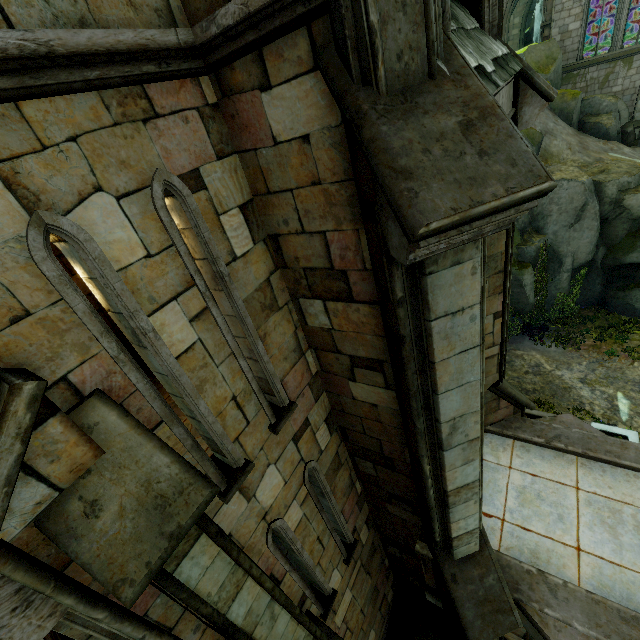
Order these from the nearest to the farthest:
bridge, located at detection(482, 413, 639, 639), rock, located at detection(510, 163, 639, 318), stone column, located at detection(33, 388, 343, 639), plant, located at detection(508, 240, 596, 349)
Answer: stone column, located at detection(33, 388, 343, 639), bridge, located at detection(482, 413, 639, 639), rock, located at detection(510, 163, 639, 318), plant, located at detection(508, 240, 596, 349)

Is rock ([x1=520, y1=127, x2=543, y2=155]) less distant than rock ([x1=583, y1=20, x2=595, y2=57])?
Yes

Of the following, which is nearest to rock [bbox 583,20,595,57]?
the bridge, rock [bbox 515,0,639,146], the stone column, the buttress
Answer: the buttress

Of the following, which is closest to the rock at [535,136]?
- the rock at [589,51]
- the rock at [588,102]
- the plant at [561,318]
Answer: the plant at [561,318]

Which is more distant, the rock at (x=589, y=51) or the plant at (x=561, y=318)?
the rock at (x=589, y=51)

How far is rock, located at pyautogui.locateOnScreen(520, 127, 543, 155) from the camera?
20.8m

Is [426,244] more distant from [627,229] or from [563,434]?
[627,229]

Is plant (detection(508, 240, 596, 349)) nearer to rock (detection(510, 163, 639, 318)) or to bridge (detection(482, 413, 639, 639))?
rock (detection(510, 163, 639, 318))
